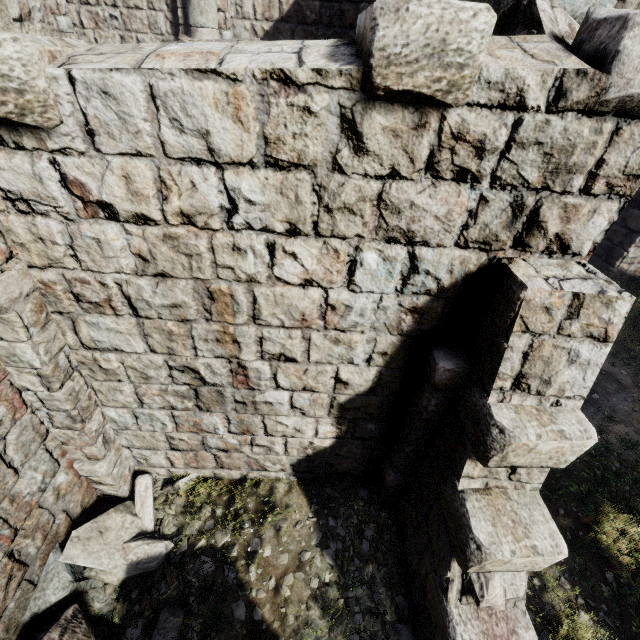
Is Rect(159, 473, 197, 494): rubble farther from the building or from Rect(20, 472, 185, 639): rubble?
the building

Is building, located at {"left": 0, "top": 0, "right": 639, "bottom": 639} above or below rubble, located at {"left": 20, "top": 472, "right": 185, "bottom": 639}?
above

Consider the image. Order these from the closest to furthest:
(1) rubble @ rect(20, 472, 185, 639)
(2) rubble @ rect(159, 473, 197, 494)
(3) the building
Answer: (3) the building < (1) rubble @ rect(20, 472, 185, 639) < (2) rubble @ rect(159, 473, 197, 494)

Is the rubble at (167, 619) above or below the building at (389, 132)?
below

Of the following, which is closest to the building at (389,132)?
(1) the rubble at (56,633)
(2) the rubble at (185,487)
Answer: (1) the rubble at (56,633)

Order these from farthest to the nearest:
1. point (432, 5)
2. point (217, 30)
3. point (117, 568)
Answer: point (217, 30), point (117, 568), point (432, 5)

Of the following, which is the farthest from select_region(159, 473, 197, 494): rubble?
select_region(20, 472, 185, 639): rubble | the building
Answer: the building
